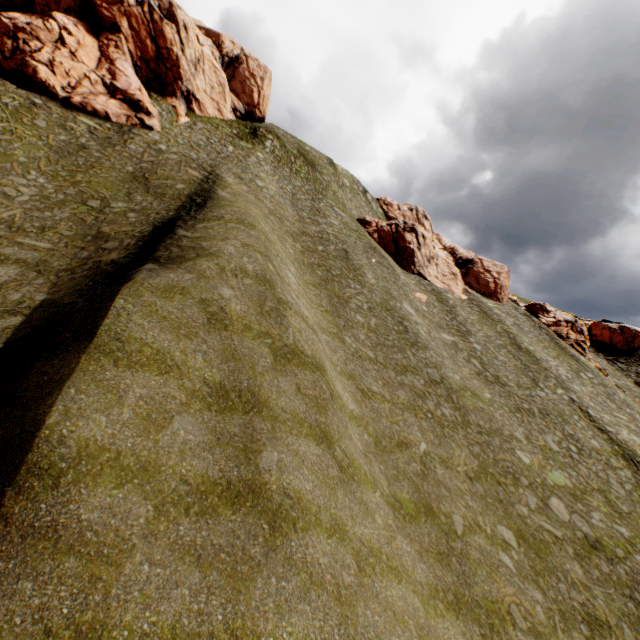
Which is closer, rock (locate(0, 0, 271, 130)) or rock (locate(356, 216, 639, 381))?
rock (locate(0, 0, 271, 130))

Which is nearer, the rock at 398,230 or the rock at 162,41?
the rock at 162,41

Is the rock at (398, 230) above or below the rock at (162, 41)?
below

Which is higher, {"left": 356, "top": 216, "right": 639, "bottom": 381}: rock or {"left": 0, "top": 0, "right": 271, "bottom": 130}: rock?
{"left": 0, "top": 0, "right": 271, "bottom": 130}: rock

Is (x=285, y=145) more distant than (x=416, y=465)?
Yes
